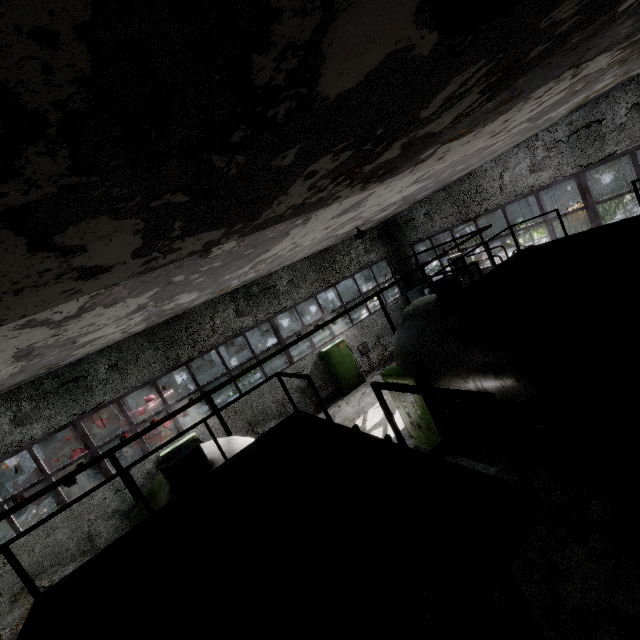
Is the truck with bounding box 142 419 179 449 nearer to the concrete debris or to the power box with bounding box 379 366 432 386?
the concrete debris

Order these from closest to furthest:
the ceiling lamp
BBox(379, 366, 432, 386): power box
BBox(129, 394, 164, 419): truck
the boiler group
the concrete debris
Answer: the ceiling lamp
BBox(379, 366, 432, 386): power box
BBox(129, 394, 164, 419): truck
the boiler group
the concrete debris

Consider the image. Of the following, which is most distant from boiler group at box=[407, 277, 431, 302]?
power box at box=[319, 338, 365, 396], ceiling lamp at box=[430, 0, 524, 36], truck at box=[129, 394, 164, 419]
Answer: truck at box=[129, 394, 164, 419]

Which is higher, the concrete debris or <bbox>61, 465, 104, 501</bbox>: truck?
<bbox>61, 465, 104, 501</bbox>: truck

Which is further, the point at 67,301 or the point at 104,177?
the point at 67,301

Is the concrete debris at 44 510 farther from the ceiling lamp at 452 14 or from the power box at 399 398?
the ceiling lamp at 452 14

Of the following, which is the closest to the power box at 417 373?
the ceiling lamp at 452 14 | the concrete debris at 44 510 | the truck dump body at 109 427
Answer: the ceiling lamp at 452 14

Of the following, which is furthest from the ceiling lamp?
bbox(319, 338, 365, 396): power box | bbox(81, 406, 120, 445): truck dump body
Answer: bbox(81, 406, 120, 445): truck dump body
